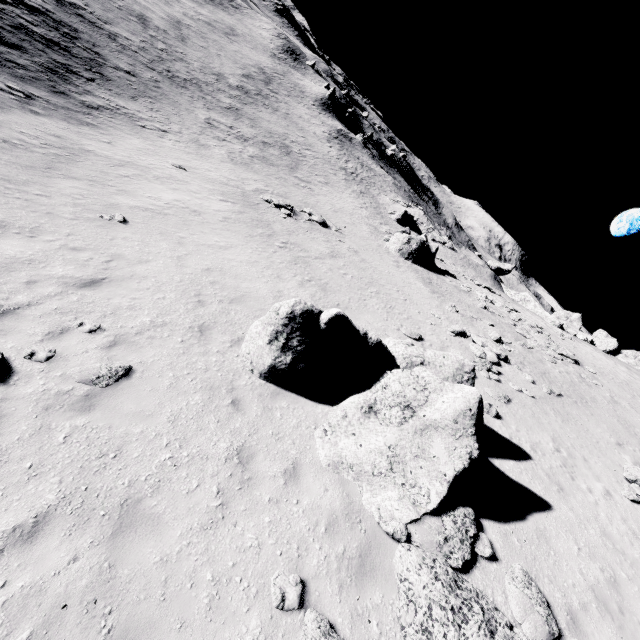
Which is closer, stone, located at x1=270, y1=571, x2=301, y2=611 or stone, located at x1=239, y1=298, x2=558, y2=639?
stone, located at x1=270, y1=571, x2=301, y2=611

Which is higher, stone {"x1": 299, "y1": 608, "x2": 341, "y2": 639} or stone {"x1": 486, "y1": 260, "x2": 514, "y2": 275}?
stone {"x1": 486, "y1": 260, "x2": 514, "y2": 275}

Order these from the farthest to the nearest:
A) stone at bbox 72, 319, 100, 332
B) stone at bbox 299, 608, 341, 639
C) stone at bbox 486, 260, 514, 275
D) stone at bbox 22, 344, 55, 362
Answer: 1. stone at bbox 486, 260, 514, 275
2. stone at bbox 72, 319, 100, 332
3. stone at bbox 22, 344, 55, 362
4. stone at bbox 299, 608, 341, 639

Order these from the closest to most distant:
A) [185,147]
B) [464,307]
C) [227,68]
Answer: [464,307], [185,147], [227,68]

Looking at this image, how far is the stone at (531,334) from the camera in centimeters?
2020cm

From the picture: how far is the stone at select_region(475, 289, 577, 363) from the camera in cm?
2020

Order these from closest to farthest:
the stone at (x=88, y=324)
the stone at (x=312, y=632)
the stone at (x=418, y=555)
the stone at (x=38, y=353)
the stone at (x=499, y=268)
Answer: the stone at (x=312, y=632)
the stone at (x=418, y=555)
the stone at (x=38, y=353)
the stone at (x=88, y=324)
the stone at (x=499, y=268)

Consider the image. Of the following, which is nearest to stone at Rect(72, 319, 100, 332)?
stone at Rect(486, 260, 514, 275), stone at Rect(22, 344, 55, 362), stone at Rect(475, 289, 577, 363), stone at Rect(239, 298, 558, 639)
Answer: stone at Rect(22, 344, 55, 362)
